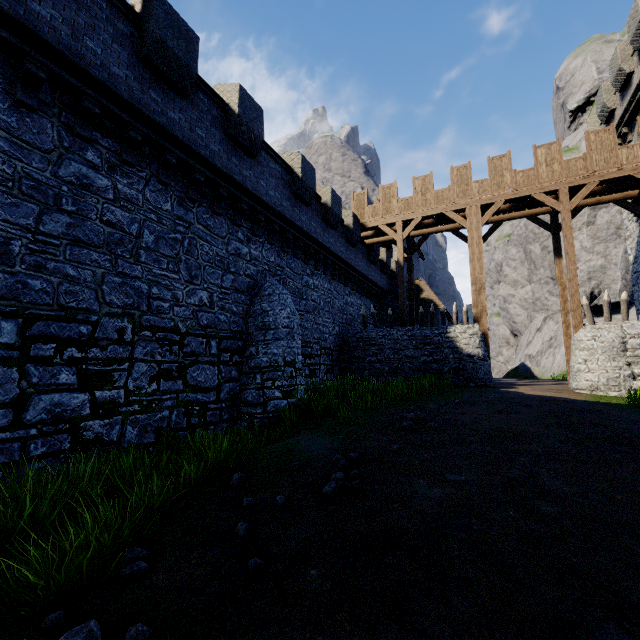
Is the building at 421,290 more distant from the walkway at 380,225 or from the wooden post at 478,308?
the wooden post at 478,308

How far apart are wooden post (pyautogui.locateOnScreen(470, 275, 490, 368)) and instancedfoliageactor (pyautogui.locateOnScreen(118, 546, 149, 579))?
16.1 meters

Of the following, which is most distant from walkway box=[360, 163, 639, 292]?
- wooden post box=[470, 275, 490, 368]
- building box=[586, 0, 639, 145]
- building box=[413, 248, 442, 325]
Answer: building box=[413, 248, 442, 325]

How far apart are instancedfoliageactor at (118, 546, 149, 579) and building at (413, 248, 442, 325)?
26.0 meters

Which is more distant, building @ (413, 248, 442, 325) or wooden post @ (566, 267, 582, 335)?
building @ (413, 248, 442, 325)

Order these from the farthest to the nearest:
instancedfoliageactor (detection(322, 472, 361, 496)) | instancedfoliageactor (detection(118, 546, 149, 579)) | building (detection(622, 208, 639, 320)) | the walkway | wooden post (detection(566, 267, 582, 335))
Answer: building (detection(622, 208, 639, 320)) < the walkway < wooden post (detection(566, 267, 582, 335)) < instancedfoliageactor (detection(322, 472, 361, 496)) < instancedfoliageactor (detection(118, 546, 149, 579))

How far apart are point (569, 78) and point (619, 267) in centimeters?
4890cm

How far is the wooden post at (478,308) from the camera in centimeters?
1628cm
